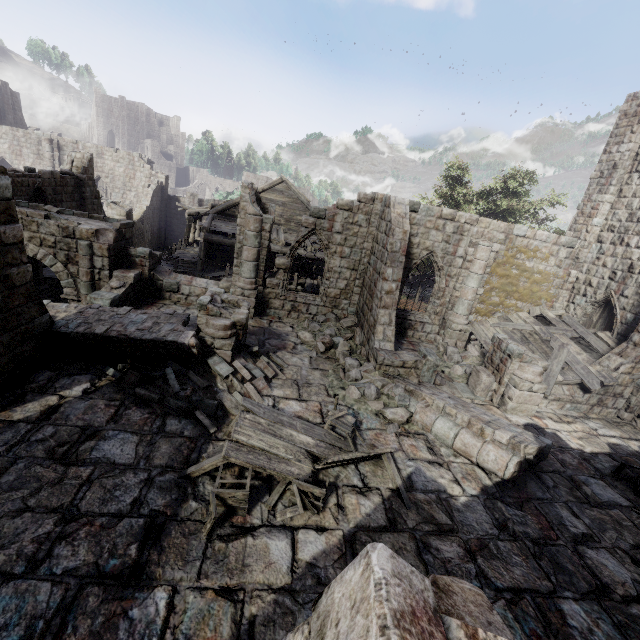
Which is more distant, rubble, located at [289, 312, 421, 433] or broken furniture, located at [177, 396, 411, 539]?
rubble, located at [289, 312, 421, 433]

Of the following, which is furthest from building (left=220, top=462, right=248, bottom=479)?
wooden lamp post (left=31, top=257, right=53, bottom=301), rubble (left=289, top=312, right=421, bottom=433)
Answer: wooden lamp post (left=31, top=257, right=53, bottom=301)

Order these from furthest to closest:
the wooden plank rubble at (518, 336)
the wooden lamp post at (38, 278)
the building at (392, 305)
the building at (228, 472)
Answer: the wooden lamp post at (38, 278) → the wooden plank rubble at (518, 336) → the building at (228, 472) → the building at (392, 305)

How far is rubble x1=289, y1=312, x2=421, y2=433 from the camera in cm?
904

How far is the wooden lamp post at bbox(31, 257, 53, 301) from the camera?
14.9 meters

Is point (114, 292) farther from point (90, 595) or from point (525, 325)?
point (525, 325)

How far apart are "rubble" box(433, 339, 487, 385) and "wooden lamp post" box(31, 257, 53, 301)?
17.33m

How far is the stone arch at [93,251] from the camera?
11.7 meters
